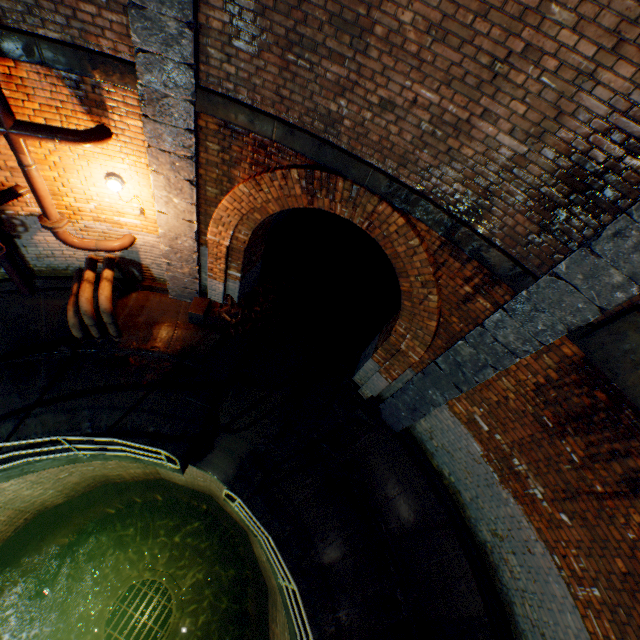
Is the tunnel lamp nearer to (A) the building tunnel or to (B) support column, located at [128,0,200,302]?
(B) support column, located at [128,0,200,302]

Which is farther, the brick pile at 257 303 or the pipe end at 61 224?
the brick pile at 257 303

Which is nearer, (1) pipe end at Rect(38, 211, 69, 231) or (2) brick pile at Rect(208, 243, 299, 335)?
(1) pipe end at Rect(38, 211, 69, 231)

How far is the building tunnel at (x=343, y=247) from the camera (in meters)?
8.74

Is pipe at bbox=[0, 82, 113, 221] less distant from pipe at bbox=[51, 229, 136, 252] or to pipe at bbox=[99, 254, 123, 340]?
pipe at bbox=[51, 229, 136, 252]

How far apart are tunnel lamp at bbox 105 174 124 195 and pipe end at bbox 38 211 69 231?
0.9m

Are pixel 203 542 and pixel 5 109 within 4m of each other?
no

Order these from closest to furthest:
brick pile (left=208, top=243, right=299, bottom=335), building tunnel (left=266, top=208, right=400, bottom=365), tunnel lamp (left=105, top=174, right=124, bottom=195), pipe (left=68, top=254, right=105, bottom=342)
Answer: tunnel lamp (left=105, top=174, right=124, bottom=195)
pipe (left=68, top=254, right=105, bottom=342)
brick pile (left=208, top=243, right=299, bottom=335)
building tunnel (left=266, top=208, right=400, bottom=365)
